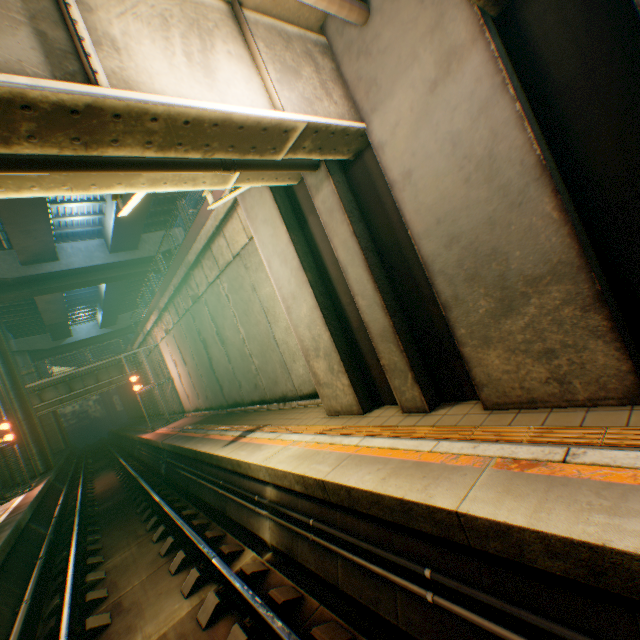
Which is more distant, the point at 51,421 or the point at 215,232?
the point at 51,421

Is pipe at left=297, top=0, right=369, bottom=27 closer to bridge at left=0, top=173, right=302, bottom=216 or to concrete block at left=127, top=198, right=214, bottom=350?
bridge at left=0, top=173, right=302, bottom=216

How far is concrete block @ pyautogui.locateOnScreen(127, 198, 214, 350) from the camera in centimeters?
1085cm

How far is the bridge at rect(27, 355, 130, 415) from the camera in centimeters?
2433cm

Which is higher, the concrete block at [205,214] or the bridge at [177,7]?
the concrete block at [205,214]

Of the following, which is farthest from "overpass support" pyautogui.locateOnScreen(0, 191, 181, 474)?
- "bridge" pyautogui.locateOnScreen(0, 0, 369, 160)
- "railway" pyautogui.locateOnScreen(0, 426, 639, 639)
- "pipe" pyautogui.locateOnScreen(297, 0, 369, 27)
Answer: "pipe" pyautogui.locateOnScreen(297, 0, 369, 27)

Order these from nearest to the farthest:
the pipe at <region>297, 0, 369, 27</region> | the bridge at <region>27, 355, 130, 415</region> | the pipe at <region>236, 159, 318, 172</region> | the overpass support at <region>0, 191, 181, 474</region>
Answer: the pipe at <region>297, 0, 369, 27</region>
the pipe at <region>236, 159, 318, 172</region>
the overpass support at <region>0, 191, 181, 474</region>
the bridge at <region>27, 355, 130, 415</region>

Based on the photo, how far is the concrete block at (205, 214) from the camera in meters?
10.9 m
